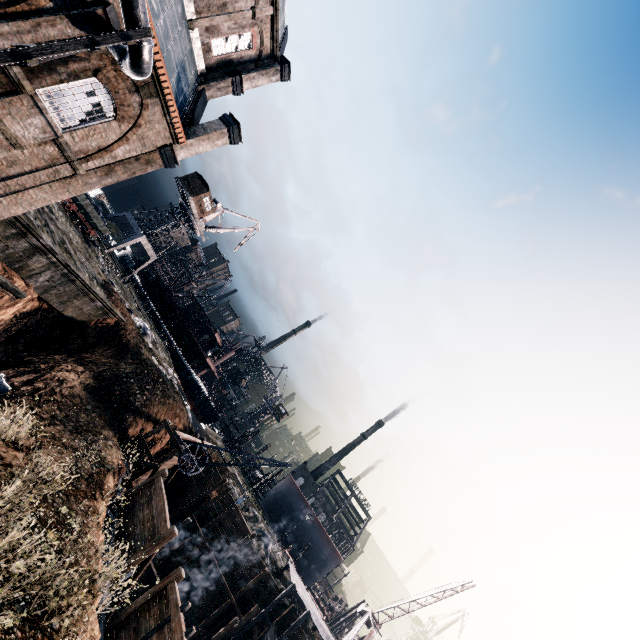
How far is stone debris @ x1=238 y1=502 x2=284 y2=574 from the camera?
31.2 meters

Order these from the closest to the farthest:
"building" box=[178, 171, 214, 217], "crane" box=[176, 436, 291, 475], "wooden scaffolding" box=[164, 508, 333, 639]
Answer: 1. "crane" box=[176, 436, 291, 475]
2. "wooden scaffolding" box=[164, 508, 333, 639]
3. "building" box=[178, 171, 214, 217]

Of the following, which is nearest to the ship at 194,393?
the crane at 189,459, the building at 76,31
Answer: the crane at 189,459

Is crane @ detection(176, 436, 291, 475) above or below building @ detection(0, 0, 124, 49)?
below

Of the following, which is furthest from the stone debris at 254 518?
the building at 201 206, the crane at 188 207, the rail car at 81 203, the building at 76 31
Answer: the building at 201 206

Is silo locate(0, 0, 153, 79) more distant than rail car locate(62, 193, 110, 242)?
No

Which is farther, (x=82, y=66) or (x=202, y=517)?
(x=202, y=517)

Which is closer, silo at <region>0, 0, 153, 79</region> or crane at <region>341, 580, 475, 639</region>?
silo at <region>0, 0, 153, 79</region>
